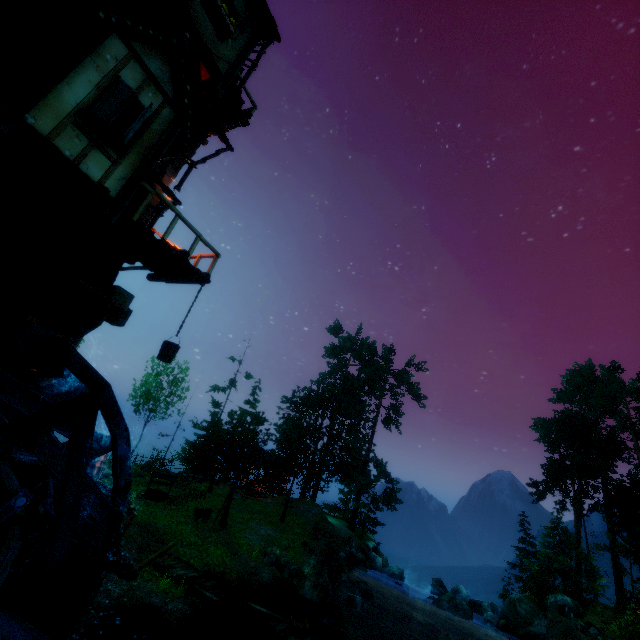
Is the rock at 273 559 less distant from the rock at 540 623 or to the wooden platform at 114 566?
the rock at 540 623

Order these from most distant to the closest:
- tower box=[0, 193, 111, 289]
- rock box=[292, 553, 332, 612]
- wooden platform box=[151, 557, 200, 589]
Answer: rock box=[292, 553, 332, 612] → wooden platform box=[151, 557, 200, 589] → tower box=[0, 193, 111, 289]

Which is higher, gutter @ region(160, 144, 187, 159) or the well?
gutter @ region(160, 144, 187, 159)

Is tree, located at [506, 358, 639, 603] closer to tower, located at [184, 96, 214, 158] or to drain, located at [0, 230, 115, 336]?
tower, located at [184, 96, 214, 158]

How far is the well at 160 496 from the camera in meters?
21.9

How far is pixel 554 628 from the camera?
18.5m

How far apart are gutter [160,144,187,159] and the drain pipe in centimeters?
254cm

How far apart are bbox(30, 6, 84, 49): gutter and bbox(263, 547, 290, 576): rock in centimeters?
2241cm
